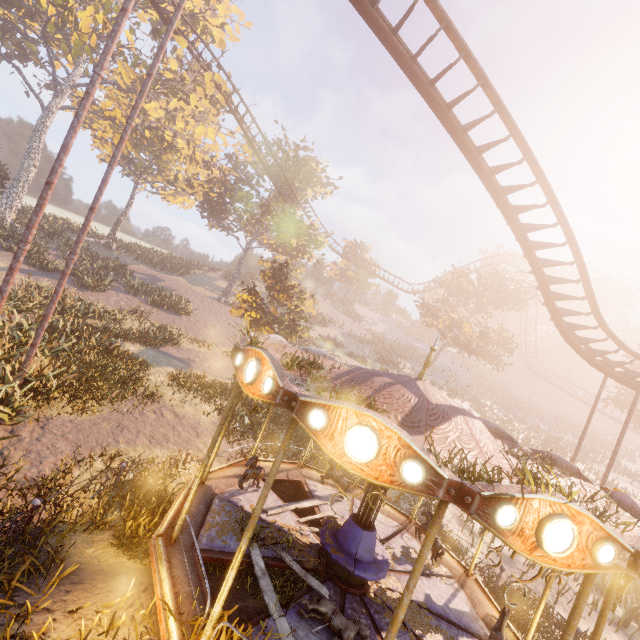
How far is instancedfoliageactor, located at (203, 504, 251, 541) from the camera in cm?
641

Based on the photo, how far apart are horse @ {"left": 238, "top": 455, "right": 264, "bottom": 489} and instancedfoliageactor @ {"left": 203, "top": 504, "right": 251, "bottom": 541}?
0.4m

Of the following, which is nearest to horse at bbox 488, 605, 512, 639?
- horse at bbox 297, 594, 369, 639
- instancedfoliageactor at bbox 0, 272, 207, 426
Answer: horse at bbox 297, 594, 369, 639

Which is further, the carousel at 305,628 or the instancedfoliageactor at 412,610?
the instancedfoliageactor at 412,610

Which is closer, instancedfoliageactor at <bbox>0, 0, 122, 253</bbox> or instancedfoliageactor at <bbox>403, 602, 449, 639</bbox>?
instancedfoliageactor at <bbox>403, 602, 449, 639</bbox>

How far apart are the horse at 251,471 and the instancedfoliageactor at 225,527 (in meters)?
0.41

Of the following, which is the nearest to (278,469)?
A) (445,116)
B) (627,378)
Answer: (445,116)

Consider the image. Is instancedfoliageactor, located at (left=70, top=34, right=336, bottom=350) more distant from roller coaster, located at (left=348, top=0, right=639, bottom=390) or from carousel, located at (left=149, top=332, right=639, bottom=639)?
roller coaster, located at (left=348, top=0, right=639, bottom=390)
